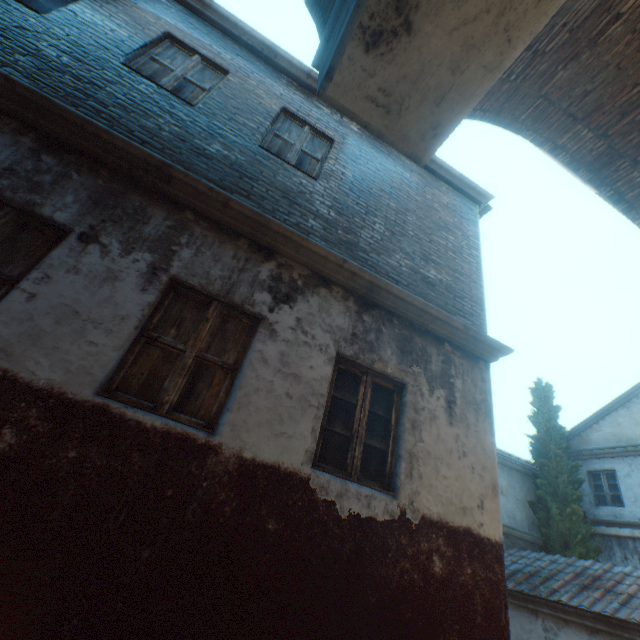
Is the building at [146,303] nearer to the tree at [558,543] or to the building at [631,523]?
the tree at [558,543]

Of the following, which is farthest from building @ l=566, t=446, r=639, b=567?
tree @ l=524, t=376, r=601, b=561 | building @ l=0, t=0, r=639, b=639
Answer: building @ l=0, t=0, r=639, b=639

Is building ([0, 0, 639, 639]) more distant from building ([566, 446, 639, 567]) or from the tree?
building ([566, 446, 639, 567])

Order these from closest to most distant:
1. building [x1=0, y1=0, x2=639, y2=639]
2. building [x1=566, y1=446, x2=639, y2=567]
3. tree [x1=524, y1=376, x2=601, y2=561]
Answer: building [x1=0, y1=0, x2=639, y2=639] → building [x1=566, y1=446, x2=639, y2=567] → tree [x1=524, y1=376, x2=601, y2=561]

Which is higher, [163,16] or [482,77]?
[163,16]
